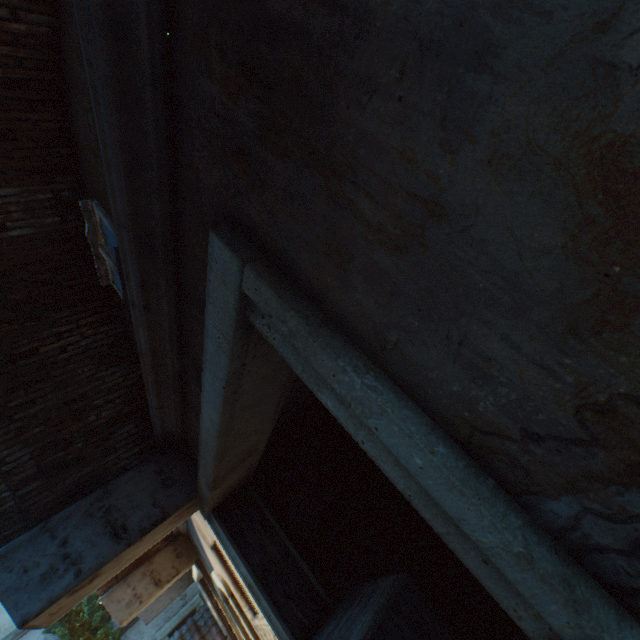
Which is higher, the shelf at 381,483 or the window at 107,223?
the window at 107,223

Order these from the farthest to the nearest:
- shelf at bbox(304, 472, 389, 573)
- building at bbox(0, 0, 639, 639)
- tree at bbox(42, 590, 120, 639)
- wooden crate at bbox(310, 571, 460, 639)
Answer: tree at bbox(42, 590, 120, 639), shelf at bbox(304, 472, 389, 573), wooden crate at bbox(310, 571, 460, 639), building at bbox(0, 0, 639, 639)

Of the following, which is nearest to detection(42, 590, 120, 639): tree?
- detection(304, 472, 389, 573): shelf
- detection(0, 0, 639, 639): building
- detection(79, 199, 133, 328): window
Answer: detection(0, 0, 639, 639): building

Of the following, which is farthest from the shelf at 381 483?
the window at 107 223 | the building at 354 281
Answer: the window at 107 223

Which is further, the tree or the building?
the tree

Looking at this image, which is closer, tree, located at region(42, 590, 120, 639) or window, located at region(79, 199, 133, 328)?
window, located at region(79, 199, 133, 328)

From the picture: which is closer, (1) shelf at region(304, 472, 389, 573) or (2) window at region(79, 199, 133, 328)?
(2) window at region(79, 199, 133, 328)

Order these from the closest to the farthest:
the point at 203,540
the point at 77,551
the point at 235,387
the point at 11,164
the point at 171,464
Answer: the point at 235,387 < the point at 11,164 < the point at 77,551 < the point at 171,464 < the point at 203,540
